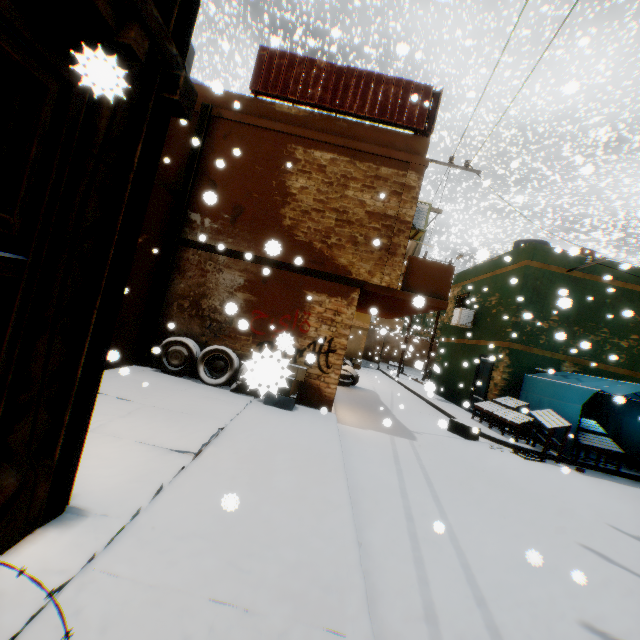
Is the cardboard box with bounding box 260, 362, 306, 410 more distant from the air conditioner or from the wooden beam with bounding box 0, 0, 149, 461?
the air conditioner

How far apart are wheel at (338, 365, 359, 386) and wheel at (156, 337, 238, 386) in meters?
3.9 m

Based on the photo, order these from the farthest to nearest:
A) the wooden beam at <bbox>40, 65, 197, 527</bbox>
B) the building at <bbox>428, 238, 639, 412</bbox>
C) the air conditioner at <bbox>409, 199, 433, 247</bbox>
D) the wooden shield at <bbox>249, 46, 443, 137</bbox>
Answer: the building at <bbox>428, 238, 639, 412</bbox>
the air conditioner at <bbox>409, 199, 433, 247</bbox>
the wooden shield at <bbox>249, 46, 443, 137</bbox>
the wooden beam at <bbox>40, 65, 197, 527</bbox>

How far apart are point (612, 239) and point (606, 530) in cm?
3882

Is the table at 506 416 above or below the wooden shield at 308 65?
below

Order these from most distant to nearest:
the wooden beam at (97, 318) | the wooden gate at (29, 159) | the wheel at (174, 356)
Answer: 1. the wheel at (174, 356)
2. the wooden beam at (97, 318)
3. the wooden gate at (29, 159)

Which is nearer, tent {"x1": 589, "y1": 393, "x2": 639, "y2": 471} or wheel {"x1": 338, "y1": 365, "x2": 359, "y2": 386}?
tent {"x1": 589, "y1": 393, "x2": 639, "y2": 471}

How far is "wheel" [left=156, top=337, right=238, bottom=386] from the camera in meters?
7.5 m
